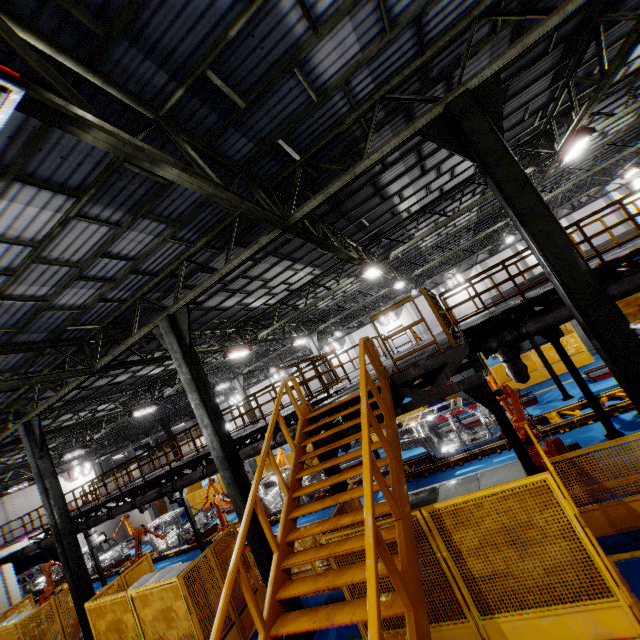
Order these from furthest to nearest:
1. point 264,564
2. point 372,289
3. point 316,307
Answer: point 372,289, point 316,307, point 264,564

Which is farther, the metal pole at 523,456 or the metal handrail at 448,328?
the metal handrail at 448,328

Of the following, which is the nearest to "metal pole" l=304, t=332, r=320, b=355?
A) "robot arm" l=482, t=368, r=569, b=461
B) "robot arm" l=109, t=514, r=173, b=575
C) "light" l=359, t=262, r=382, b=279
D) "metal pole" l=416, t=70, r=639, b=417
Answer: "robot arm" l=109, t=514, r=173, b=575

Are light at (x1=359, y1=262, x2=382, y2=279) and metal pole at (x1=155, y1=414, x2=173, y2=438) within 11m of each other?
no

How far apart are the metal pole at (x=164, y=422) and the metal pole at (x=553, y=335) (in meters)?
27.50

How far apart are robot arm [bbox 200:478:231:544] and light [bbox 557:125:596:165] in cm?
1721

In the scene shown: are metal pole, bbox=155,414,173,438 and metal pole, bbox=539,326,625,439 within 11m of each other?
no

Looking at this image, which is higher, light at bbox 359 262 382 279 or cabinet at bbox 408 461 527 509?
light at bbox 359 262 382 279
